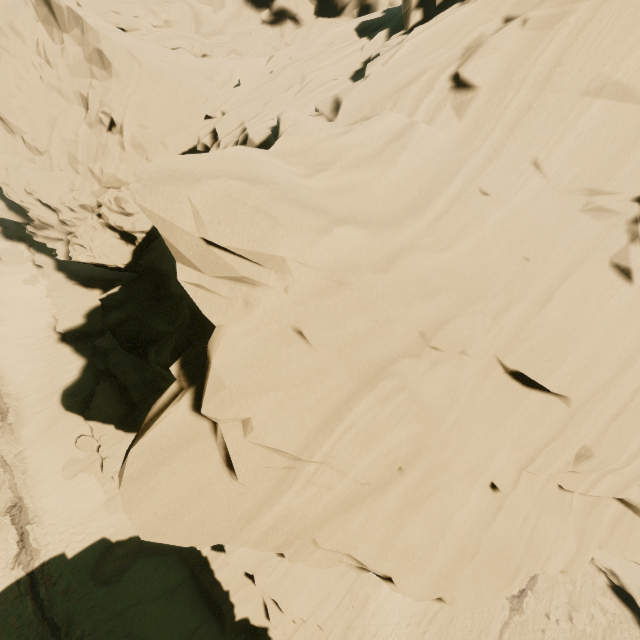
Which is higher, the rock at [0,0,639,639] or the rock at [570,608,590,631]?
the rock at [0,0,639,639]

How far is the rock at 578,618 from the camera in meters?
20.8 m

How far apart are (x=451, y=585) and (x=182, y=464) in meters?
6.0

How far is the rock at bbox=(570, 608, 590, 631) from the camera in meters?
20.8 m

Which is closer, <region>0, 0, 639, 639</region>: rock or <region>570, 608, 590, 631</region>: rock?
<region>0, 0, 639, 639</region>: rock

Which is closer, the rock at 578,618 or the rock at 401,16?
the rock at 401,16
